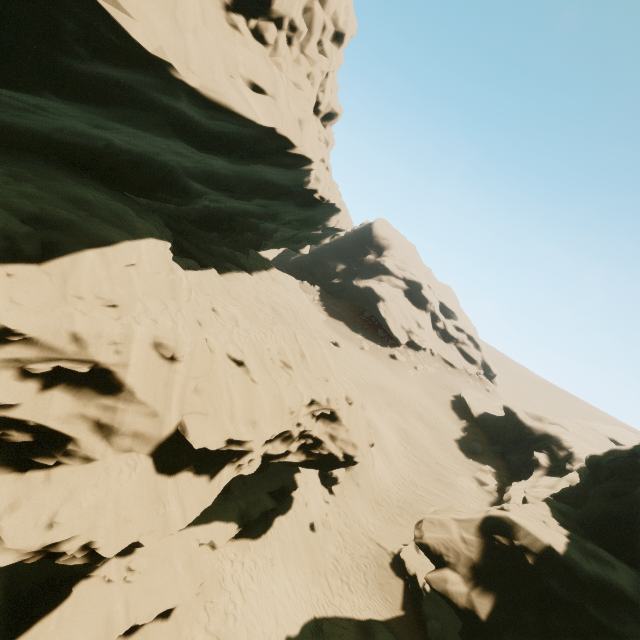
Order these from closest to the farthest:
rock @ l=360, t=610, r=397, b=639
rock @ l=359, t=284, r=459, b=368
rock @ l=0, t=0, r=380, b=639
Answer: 1. rock @ l=0, t=0, r=380, b=639
2. rock @ l=360, t=610, r=397, b=639
3. rock @ l=359, t=284, r=459, b=368

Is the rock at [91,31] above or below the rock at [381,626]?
above

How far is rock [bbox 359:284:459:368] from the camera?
53.4m

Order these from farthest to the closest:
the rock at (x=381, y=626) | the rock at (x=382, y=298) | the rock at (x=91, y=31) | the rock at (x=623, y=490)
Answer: the rock at (x=382, y=298), the rock at (x=381, y=626), the rock at (x=623, y=490), the rock at (x=91, y=31)

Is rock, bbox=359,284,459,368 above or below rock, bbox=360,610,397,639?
above

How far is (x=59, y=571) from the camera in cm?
761

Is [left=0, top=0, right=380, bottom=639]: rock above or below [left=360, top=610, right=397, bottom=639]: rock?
above
